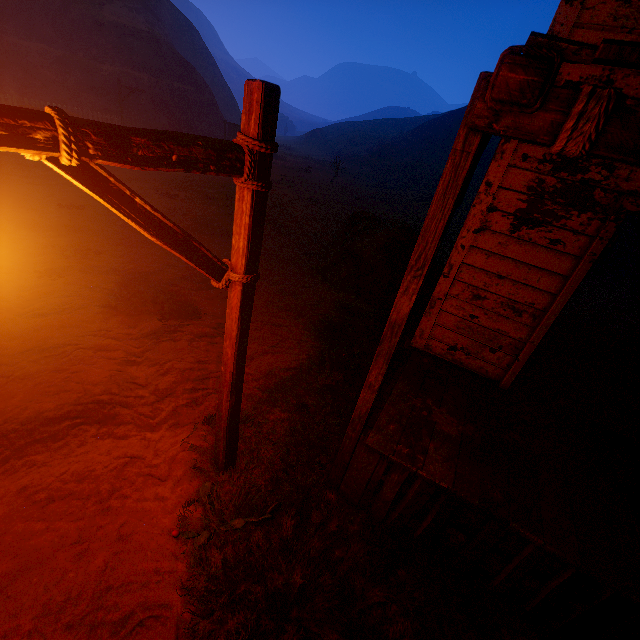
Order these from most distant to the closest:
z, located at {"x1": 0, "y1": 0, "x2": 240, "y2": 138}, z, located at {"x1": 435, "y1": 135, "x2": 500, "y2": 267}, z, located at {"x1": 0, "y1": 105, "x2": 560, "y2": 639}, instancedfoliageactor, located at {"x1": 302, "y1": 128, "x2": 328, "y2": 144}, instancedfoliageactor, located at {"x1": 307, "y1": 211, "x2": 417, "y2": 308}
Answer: instancedfoliageactor, located at {"x1": 302, "y1": 128, "x2": 328, "y2": 144} → z, located at {"x1": 0, "y1": 0, "x2": 240, "y2": 138} → z, located at {"x1": 435, "y1": 135, "x2": 500, "y2": 267} → instancedfoliageactor, located at {"x1": 307, "y1": 211, "x2": 417, "y2": 308} → z, located at {"x1": 0, "y1": 105, "x2": 560, "y2": 639}

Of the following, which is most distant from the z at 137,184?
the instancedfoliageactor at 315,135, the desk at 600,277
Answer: the desk at 600,277

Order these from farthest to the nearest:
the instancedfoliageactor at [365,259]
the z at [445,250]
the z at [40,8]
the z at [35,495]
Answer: the z at [40,8] < the z at [445,250] < the instancedfoliageactor at [365,259] < the z at [35,495]

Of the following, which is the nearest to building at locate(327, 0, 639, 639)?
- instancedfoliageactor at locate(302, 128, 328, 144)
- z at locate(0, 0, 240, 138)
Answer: z at locate(0, 0, 240, 138)

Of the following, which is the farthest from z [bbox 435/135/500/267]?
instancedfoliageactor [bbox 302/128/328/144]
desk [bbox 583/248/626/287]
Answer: desk [bbox 583/248/626/287]

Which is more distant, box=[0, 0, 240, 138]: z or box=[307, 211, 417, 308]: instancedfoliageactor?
box=[0, 0, 240, 138]: z

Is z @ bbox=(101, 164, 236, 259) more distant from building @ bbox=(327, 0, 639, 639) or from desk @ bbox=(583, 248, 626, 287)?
desk @ bbox=(583, 248, 626, 287)

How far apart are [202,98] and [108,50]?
7.10m
